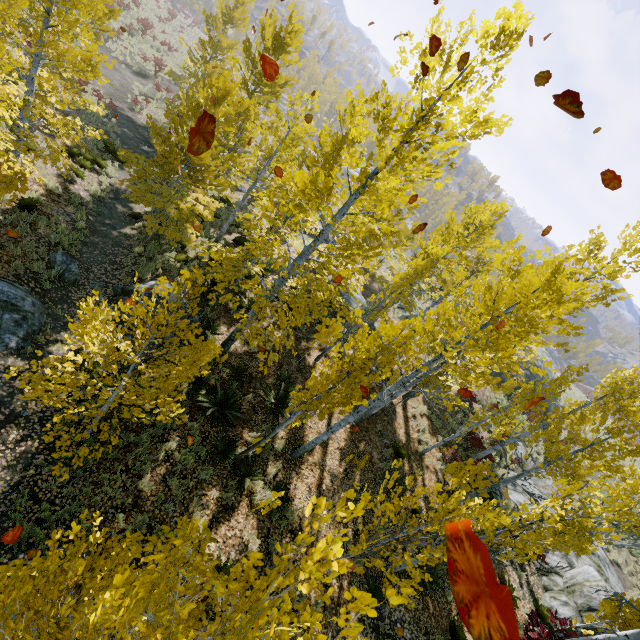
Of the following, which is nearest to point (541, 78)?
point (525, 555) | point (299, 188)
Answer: point (299, 188)

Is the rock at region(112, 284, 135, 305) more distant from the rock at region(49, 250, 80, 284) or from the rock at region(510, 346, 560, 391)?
the rock at region(510, 346, 560, 391)

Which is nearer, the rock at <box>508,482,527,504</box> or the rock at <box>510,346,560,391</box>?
the rock at <box>508,482,527,504</box>

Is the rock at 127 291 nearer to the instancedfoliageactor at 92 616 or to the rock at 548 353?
the instancedfoliageactor at 92 616

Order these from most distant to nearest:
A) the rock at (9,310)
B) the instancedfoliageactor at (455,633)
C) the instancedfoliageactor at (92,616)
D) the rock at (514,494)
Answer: the rock at (514,494) → the instancedfoliageactor at (455,633) → the rock at (9,310) → the instancedfoliageactor at (92,616)

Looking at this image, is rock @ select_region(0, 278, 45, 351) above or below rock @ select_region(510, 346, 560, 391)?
below

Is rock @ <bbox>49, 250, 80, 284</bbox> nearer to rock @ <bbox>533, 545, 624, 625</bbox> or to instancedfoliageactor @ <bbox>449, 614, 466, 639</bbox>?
instancedfoliageactor @ <bbox>449, 614, 466, 639</bbox>

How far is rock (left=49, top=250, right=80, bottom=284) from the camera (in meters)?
10.37
